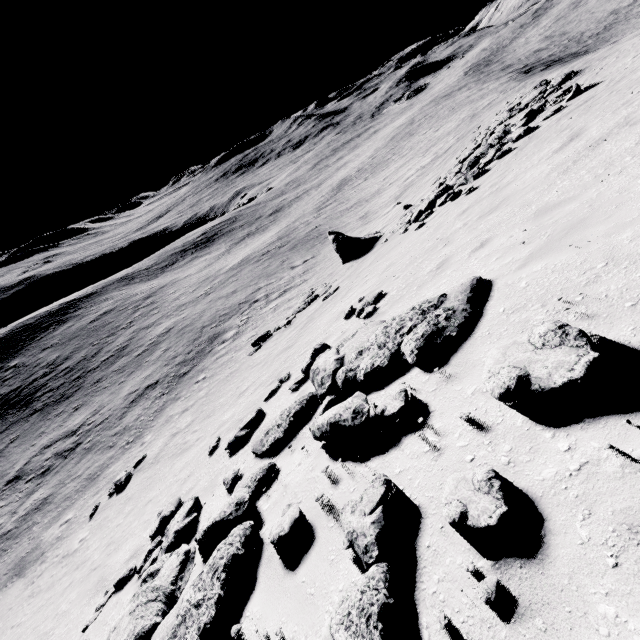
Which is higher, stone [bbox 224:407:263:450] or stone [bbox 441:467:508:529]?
stone [bbox 441:467:508:529]

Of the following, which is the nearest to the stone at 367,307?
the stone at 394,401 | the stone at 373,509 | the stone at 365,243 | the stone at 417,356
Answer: the stone at 417,356

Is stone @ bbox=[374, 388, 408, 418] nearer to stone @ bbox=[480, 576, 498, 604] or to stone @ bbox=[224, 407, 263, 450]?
stone @ bbox=[480, 576, 498, 604]

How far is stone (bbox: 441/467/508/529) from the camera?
2.3m

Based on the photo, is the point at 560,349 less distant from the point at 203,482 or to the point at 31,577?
the point at 203,482

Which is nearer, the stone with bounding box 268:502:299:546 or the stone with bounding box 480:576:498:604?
the stone with bounding box 480:576:498:604

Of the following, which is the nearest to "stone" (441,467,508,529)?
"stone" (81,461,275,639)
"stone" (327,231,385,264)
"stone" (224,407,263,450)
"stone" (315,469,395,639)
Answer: "stone" (315,469,395,639)

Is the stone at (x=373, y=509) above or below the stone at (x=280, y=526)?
above
